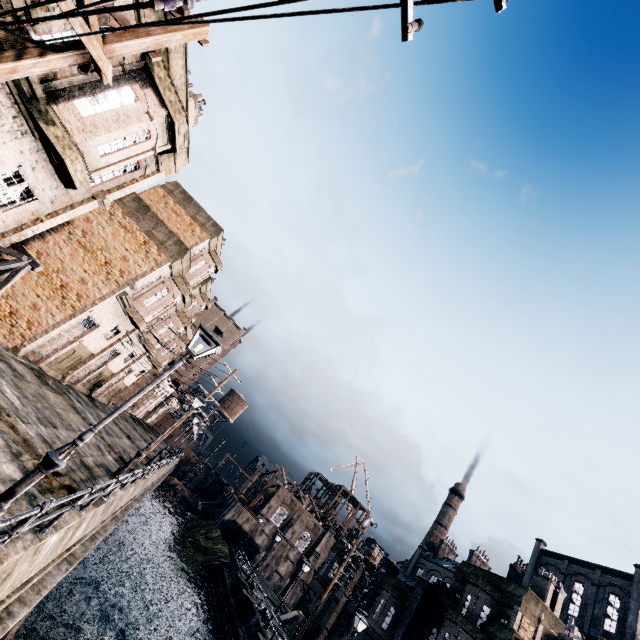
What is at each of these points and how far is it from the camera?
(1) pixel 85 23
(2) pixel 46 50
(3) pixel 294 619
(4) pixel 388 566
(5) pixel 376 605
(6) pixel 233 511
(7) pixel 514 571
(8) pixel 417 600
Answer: (1) wooden scaffolding, 7.5 meters
(2) wooden scaffolding, 7.8 meters
(3) wooden chest, 35.8 meters
(4) column, 33.4 meters
(5) building, 29.7 meters
(6) building, 53.4 meters
(7) chimney, 57.4 meters
(8) column, 27.8 meters

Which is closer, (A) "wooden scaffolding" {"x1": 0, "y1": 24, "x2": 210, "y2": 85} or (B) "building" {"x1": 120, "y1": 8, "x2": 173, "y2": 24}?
(A) "wooden scaffolding" {"x1": 0, "y1": 24, "x2": 210, "y2": 85}

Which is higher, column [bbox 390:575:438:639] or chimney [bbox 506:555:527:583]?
chimney [bbox 506:555:527:583]

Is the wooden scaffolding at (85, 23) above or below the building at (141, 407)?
above

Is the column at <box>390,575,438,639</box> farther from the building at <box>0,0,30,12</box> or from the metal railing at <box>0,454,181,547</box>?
the building at <box>0,0,30,12</box>

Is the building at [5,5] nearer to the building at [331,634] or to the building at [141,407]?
the building at [141,407]

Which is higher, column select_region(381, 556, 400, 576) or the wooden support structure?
column select_region(381, 556, 400, 576)

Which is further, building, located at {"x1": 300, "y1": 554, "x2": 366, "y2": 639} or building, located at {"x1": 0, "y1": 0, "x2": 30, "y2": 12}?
building, located at {"x1": 300, "y1": 554, "x2": 366, "y2": 639}
